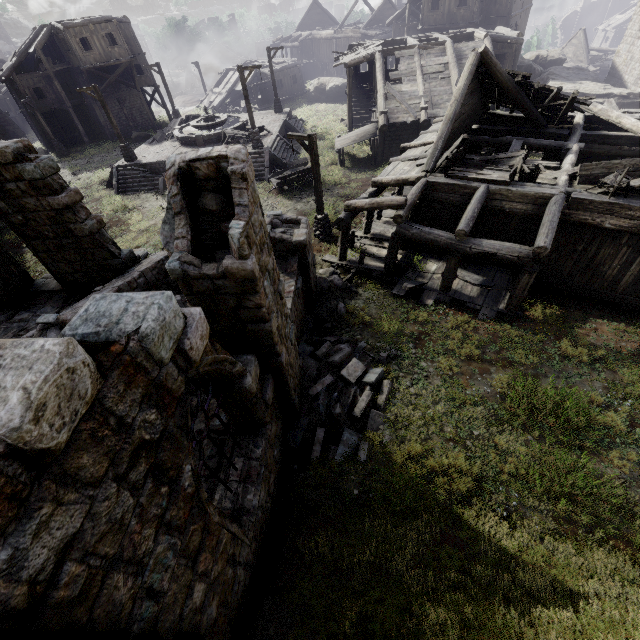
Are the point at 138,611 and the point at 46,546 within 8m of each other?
yes

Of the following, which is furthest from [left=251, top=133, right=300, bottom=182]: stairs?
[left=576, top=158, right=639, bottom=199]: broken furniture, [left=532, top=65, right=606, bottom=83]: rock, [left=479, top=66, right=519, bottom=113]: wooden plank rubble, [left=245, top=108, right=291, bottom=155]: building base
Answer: [left=576, top=158, right=639, bottom=199]: broken furniture

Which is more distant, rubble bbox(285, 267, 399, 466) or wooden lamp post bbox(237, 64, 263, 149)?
wooden lamp post bbox(237, 64, 263, 149)

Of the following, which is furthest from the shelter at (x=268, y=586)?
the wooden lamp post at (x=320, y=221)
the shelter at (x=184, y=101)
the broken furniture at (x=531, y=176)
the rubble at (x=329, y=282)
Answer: the shelter at (x=184, y=101)

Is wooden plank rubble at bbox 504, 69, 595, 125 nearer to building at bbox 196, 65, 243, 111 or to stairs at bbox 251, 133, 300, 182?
building at bbox 196, 65, 243, 111

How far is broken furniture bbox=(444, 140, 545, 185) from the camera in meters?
11.1

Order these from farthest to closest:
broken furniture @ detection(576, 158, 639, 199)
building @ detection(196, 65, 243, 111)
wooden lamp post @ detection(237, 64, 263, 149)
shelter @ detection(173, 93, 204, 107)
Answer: shelter @ detection(173, 93, 204, 107), building @ detection(196, 65, 243, 111), wooden lamp post @ detection(237, 64, 263, 149), broken furniture @ detection(576, 158, 639, 199)

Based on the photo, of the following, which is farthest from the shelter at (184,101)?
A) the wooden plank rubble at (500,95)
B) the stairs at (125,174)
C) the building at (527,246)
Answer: the wooden plank rubble at (500,95)
